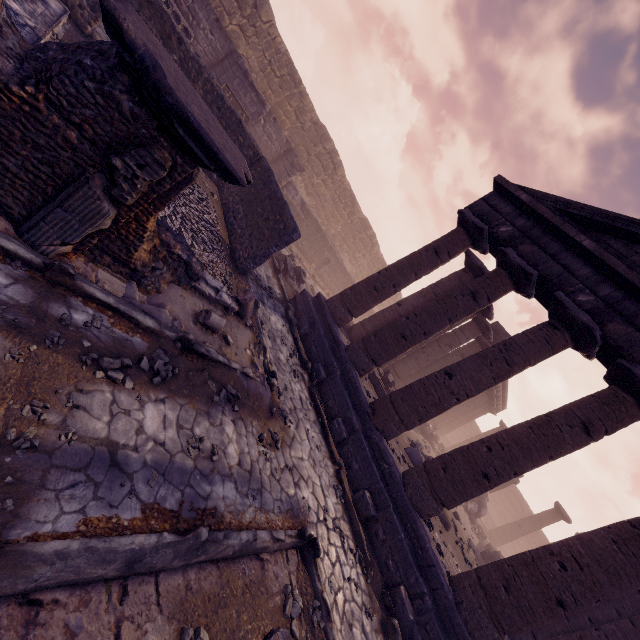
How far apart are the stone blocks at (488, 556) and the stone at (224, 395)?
15.43m

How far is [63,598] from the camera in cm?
216

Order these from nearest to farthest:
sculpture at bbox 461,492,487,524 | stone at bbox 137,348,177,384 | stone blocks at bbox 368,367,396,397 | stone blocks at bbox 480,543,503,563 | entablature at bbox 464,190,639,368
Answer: stone at bbox 137,348,177,384
entablature at bbox 464,190,639,368
stone blocks at bbox 368,367,396,397
stone blocks at bbox 480,543,503,563
sculpture at bbox 461,492,487,524

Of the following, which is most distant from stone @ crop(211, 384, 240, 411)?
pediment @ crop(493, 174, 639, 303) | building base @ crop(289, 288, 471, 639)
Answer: pediment @ crop(493, 174, 639, 303)

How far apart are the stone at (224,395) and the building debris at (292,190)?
12.8m

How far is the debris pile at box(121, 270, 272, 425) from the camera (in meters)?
4.59

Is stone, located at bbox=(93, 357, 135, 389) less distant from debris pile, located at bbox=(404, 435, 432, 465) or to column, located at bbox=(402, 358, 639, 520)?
column, located at bbox=(402, 358, 639, 520)

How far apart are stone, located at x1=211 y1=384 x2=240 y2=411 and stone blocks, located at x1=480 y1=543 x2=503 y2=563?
15.43m
